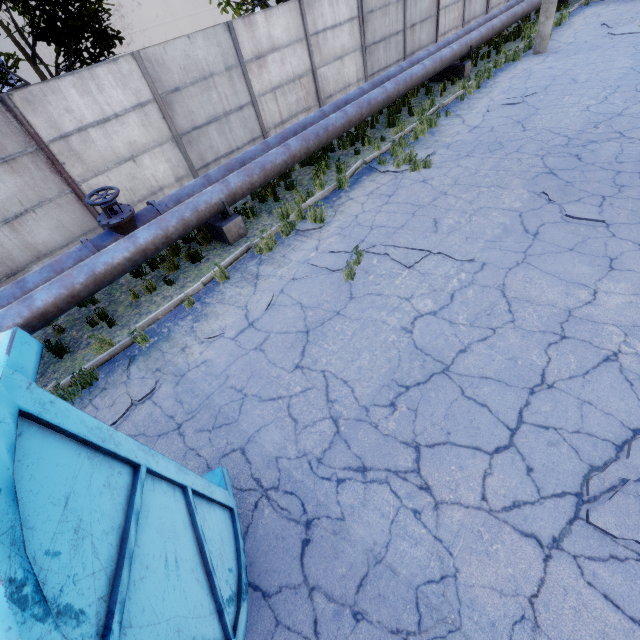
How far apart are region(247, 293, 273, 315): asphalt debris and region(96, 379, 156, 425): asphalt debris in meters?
1.0 m

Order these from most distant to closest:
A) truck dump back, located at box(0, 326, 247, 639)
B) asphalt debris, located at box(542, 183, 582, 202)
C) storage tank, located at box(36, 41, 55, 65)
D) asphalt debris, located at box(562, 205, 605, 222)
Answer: storage tank, located at box(36, 41, 55, 65), asphalt debris, located at box(542, 183, 582, 202), asphalt debris, located at box(562, 205, 605, 222), truck dump back, located at box(0, 326, 247, 639)

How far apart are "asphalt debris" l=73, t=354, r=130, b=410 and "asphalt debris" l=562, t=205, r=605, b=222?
7.6 meters

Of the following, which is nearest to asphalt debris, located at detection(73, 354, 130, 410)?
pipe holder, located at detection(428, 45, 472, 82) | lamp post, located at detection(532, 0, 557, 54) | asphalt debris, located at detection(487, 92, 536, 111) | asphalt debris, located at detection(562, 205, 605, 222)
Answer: → asphalt debris, located at detection(562, 205, 605, 222)

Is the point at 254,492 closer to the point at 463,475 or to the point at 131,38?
the point at 463,475

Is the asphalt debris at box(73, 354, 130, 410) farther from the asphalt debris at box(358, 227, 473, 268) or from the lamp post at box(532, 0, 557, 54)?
the lamp post at box(532, 0, 557, 54)

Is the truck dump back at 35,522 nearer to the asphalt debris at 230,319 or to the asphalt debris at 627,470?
the asphalt debris at 230,319

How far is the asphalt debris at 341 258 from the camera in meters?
6.2 m
